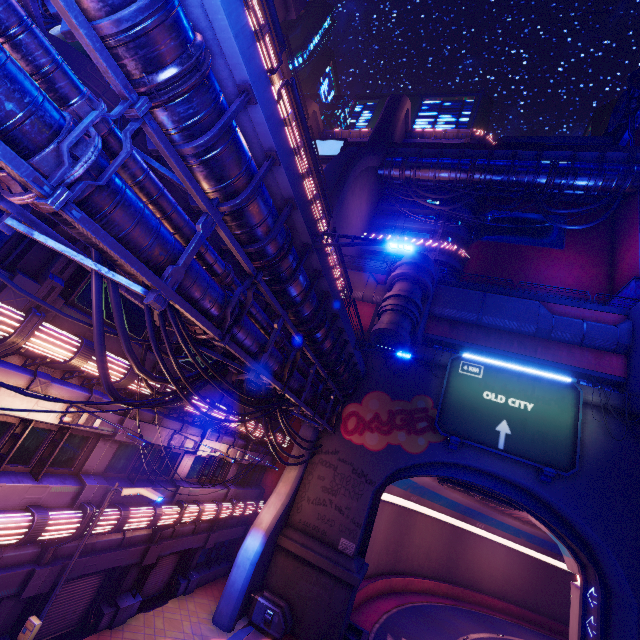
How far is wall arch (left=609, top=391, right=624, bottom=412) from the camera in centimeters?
1902cm

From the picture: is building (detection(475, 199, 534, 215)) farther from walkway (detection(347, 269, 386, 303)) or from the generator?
the generator

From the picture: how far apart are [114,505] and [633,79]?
61.3m

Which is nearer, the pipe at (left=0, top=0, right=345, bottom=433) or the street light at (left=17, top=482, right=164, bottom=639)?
the pipe at (left=0, top=0, right=345, bottom=433)

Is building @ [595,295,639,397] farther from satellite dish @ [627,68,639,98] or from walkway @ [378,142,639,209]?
satellite dish @ [627,68,639,98]

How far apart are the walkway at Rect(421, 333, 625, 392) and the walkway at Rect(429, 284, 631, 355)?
1.47m

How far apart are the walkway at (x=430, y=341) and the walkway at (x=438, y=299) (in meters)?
1.47

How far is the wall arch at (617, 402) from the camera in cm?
1902
